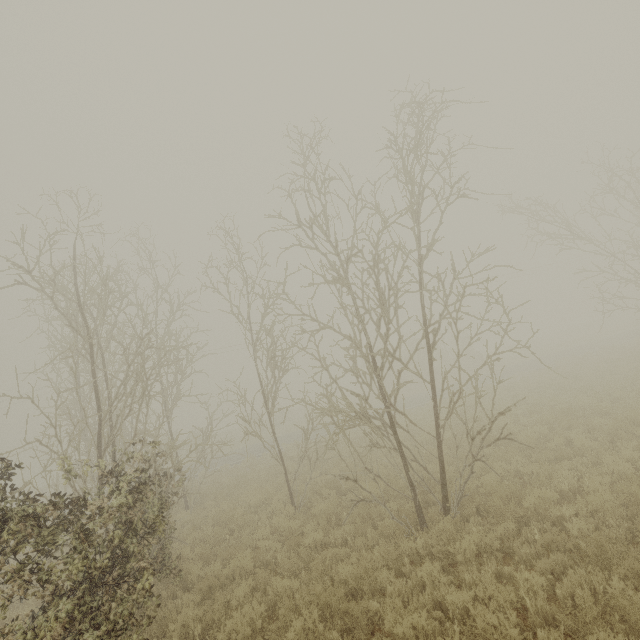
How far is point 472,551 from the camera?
5.76m
